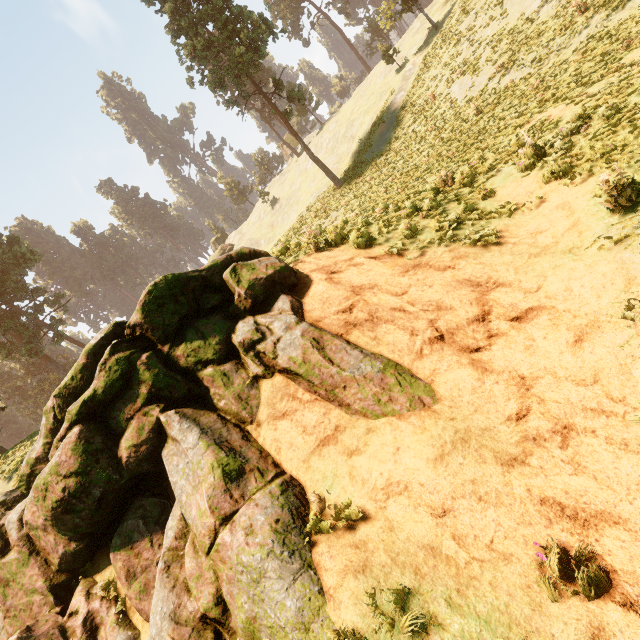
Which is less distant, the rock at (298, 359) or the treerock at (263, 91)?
the rock at (298, 359)

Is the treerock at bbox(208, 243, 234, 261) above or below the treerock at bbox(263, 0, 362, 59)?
below

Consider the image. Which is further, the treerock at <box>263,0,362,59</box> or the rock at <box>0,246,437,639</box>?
the treerock at <box>263,0,362,59</box>

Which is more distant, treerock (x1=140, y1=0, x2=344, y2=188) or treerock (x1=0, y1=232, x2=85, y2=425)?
treerock (x1=0, y1=232, x2=85, y2=425)

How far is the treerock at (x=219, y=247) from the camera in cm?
5653

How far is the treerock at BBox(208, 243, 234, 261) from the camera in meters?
56.5

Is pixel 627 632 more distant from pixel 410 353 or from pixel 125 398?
pixel 125 398

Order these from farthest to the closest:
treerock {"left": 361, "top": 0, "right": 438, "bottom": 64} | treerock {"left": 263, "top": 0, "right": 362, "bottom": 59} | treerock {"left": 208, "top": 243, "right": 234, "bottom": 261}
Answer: treerock {"left": 208, "top": 243, "right": 234, "bottom": 261} < treerock {"left": 263, "top": 0, "right": 362, "bottom": 59} < treerock {"left": 361, "top": 0, "right": 438, "bottom": 64}
